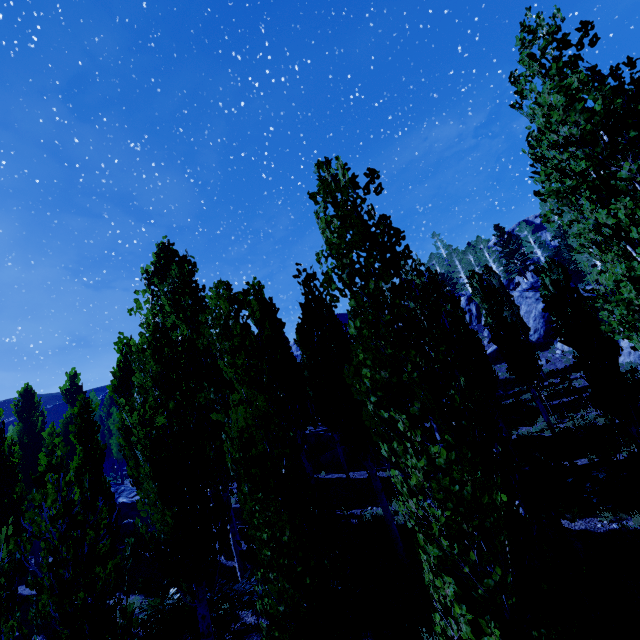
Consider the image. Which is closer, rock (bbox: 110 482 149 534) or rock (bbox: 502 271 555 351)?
rock (bbox: 110 482 149 534)

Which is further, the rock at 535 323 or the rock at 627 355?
the rock at 535 323

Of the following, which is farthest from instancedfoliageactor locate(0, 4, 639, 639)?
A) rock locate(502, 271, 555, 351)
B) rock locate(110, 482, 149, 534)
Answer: rock locate(110, 482, 149, 534)

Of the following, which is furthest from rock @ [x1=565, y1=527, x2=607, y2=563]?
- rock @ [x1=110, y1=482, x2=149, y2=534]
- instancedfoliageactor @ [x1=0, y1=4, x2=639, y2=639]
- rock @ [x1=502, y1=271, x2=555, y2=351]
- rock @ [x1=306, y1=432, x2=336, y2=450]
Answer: rock @ [x1=110, y1=482, x2=149, y2=534]

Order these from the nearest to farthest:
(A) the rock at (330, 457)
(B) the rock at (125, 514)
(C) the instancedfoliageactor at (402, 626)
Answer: (C) the instancedfoliageactor at (402, 626) < (B) the rock at (125, 514) < (A) the rock at (330, 457)

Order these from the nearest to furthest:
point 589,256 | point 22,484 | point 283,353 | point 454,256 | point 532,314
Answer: point 22,484 < point 283,353 < point 589,256 < point 532,314 < point 454,256

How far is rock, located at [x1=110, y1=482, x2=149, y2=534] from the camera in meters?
19.2

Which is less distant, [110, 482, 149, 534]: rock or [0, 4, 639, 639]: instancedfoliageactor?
[0, 4, 639, 639]: instancedfoliageactor
